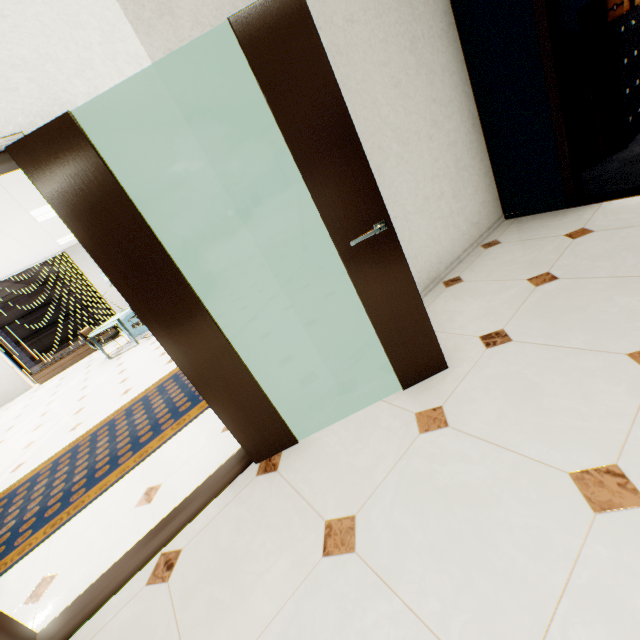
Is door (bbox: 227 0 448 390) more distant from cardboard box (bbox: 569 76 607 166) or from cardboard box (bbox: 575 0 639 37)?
cardboard box (bbox: 575 0 639 37)

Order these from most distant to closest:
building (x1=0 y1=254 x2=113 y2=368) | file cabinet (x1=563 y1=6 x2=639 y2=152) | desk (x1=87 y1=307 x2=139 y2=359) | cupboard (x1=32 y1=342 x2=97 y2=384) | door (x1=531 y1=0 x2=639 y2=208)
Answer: building (x1=0 y1=254 x2=113 y2=368), cupboard (x1=32 y1=342 x2=97 y2=384), desk (x1=87 y1=307 x2=139 y2=359), file cabinet (x1=563 y1=6 x2=639 y2=152), door (x1=531 y1=0 x2=639 y2=208)

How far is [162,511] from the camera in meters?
2.2

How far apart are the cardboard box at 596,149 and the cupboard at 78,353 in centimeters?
1170cm

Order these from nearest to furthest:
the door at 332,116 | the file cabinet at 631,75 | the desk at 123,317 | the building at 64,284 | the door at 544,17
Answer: the door at 332,116 → the door at 544,17 → the file cabinet at 631,75 → the desk at 123,317 → the building at 64,284

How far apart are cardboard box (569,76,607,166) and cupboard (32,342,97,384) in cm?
1170

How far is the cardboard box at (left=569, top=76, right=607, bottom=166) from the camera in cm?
366

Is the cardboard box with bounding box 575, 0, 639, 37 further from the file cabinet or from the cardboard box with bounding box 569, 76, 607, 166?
the cardboard box with bounding box 569, 76, 607, 166
